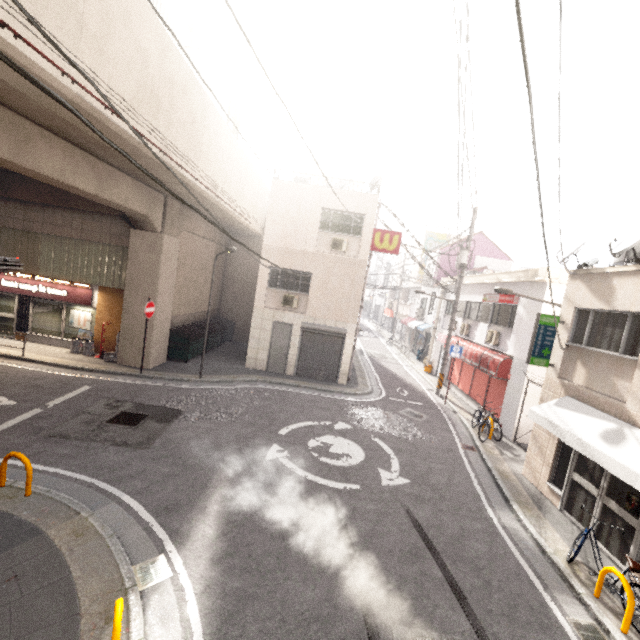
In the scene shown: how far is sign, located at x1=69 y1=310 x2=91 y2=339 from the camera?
14.1m

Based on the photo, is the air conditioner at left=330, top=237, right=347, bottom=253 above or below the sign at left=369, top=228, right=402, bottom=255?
below

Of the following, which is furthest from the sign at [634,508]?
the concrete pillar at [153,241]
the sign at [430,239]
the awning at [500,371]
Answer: the sign at [430,239]

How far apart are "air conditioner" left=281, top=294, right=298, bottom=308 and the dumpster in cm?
425

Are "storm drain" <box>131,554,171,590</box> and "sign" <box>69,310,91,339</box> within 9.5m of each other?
no

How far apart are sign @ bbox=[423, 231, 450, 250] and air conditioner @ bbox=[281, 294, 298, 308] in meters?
21.8 m

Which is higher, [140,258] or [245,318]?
[140,258]

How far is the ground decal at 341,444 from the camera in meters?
8.6
